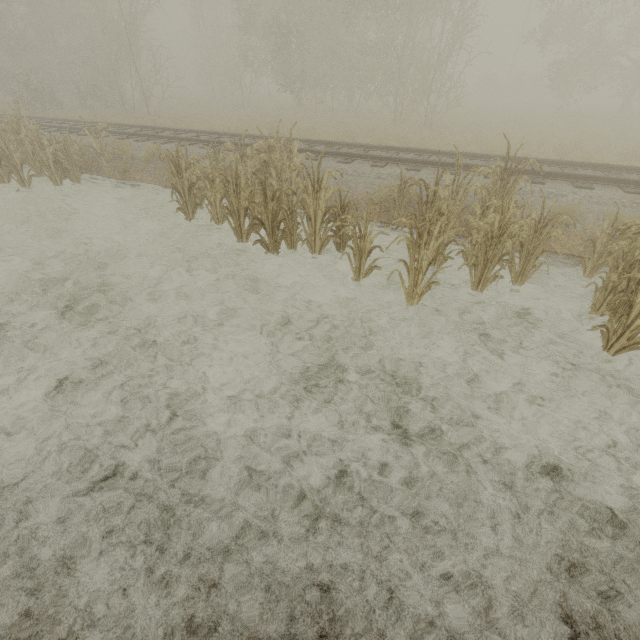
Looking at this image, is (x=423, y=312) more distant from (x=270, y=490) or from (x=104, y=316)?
(x=104, y=316)
